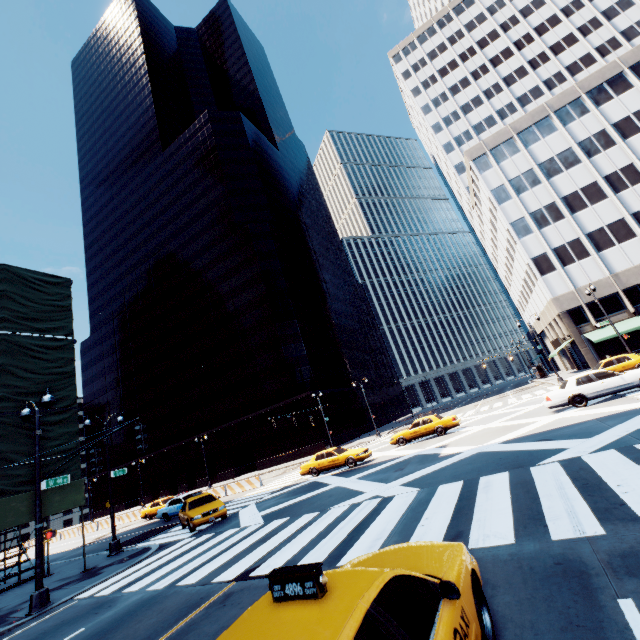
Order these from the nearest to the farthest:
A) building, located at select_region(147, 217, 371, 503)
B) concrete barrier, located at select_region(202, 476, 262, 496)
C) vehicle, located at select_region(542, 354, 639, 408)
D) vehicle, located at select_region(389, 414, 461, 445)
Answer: vehicle, located at select_region(542, 354, 639, 408) < vehicle, located at select_region(389, 414, 461, 445) < concrete barrier, located at select_region(202, 476, 262, 496) < building, located at select_region(147, 217, 371, 503)

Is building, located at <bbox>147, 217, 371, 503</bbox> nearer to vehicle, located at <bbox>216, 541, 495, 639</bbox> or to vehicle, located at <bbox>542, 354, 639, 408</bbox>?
vehicle, located at <bbox>542, 354, 639, 408</bbox>

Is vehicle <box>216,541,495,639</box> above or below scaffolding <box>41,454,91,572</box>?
below

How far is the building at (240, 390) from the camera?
48.50m

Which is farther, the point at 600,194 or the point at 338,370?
the point at 338,370

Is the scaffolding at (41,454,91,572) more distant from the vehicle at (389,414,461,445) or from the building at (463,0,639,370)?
A: the building at (463,0,639,370)

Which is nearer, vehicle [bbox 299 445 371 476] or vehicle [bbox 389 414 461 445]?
vehicle [bbox 299 445 371 476]

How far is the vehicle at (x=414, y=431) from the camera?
22.42m
